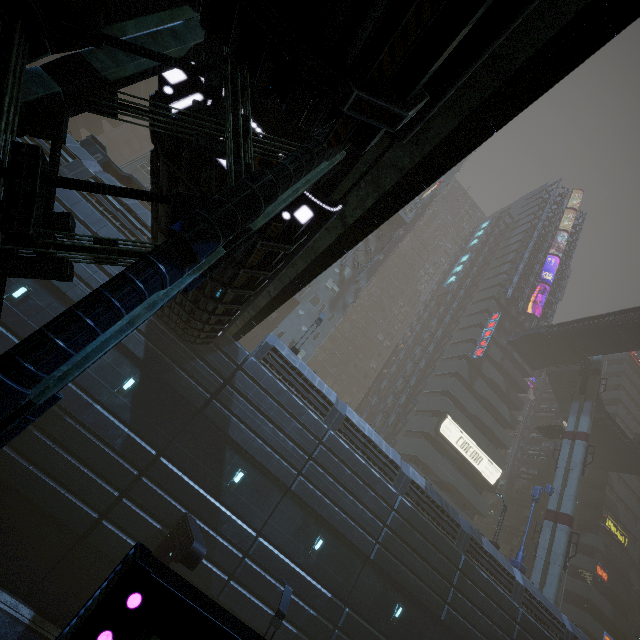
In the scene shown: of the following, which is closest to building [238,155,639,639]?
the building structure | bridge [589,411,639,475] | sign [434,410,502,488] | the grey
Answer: sign [434,410,502,488]

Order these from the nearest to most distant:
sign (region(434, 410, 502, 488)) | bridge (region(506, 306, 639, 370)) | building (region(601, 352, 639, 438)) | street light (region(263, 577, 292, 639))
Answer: street light (region(263, 577, 292, 639)) < bridge (region(506, 306, 639, 370)) < sign (region(434, 410, 502, 488)) < building (region(601, 352, 639, 438))

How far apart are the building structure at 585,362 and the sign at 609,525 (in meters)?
19.39

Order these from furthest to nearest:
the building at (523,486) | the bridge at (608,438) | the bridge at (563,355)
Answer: the building at (523,486) → the bridge at (608,438) → the bridge at (563,355)

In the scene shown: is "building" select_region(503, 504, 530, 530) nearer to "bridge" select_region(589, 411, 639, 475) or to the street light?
"bridge" select_region(589, 411, 639, 475)

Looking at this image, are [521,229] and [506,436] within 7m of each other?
no

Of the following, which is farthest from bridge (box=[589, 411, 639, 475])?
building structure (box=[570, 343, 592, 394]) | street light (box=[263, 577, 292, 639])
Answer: street light (box=[263, 577, 292, 639])

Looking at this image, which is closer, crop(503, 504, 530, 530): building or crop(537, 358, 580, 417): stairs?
crop(537, 358, 580, 417): stairs
